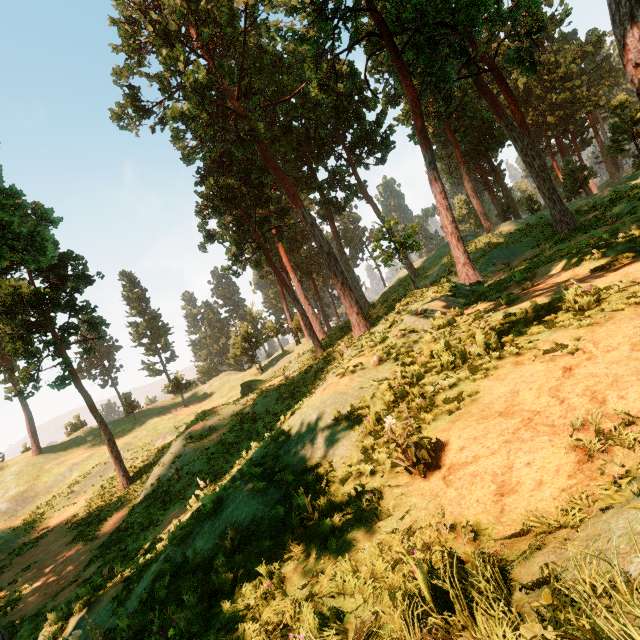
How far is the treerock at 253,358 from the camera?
44.3m

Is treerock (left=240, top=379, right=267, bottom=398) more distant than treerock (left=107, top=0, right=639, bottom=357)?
Yes

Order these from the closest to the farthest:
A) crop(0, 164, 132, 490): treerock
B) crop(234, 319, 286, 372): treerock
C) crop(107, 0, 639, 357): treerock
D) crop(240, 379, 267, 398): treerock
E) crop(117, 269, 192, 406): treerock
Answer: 1. crop(0, 164, 132, 490): treerock
2. crop(107, 0, 639, 357): treerock
3. crop(240, 379, 267, 398): treerock
4. crop(234, 319, 286, 372): treerock
5. crop(117, 269, 192, 406): treerock

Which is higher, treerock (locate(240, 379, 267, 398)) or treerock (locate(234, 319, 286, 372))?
treerock (locate(234, 319, 286, 372))

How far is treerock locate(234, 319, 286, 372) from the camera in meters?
44.3 m

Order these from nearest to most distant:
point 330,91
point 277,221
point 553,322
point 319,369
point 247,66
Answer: point 553,322, point 330,91, point 319,369, point 247,66, point 277,221
